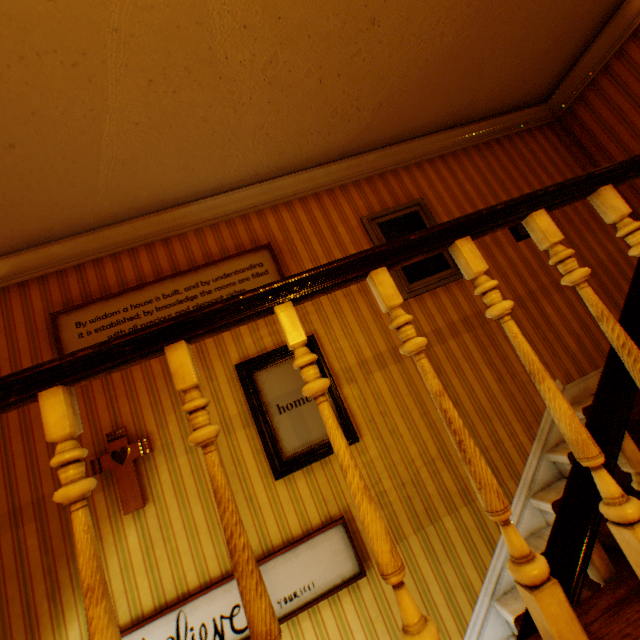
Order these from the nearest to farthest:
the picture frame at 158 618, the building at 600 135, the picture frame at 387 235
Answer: the building at 600 135, the picture frame at 158 618, the picture frame at 387 235

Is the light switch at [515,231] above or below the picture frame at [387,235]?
below

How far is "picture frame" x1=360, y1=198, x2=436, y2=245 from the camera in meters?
3.3

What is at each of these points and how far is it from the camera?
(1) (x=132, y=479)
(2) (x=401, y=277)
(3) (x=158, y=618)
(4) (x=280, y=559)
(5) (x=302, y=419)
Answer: (1) crucifix, 2.5m
(2) picture frame, 3.2m
(3) picture frame, 2.2m
(4) picture frame, 2.4m
(5) picture frame, 2.7m

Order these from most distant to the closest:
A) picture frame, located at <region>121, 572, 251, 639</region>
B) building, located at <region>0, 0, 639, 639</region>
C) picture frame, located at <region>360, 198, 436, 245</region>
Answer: picture frame, located at <region>360, 198, 436, 245</region> < picture frame, located at <region>121, 572, 251, 639</region> < building, located at <region>0, 0, 639, 639</region>

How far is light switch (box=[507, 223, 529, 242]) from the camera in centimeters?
350cm

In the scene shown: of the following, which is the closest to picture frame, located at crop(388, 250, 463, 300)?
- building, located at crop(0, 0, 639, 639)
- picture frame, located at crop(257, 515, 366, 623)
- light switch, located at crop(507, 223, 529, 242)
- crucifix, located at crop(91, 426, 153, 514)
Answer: building, located at crop(0, 0, 639, 639)

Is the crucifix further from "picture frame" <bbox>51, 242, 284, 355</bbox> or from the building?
"picture frame" <bbox>51, 242, 284, 355</bbox>
